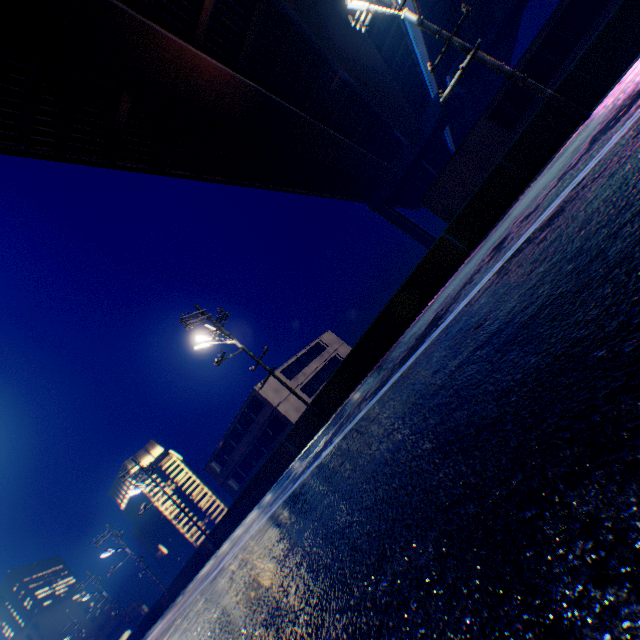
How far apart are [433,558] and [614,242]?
2.1m

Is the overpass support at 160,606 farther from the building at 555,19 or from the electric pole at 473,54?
the building at 555,19

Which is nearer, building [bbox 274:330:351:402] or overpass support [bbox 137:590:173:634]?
overpass support [bbox 137:590:173:634]

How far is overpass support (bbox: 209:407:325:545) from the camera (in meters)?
17.59

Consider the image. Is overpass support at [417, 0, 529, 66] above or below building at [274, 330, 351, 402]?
above

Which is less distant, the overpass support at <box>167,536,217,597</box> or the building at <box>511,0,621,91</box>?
the building at <box>511,0,621,91</box>

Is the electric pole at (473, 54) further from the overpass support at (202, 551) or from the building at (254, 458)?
the building at (254, 458)
